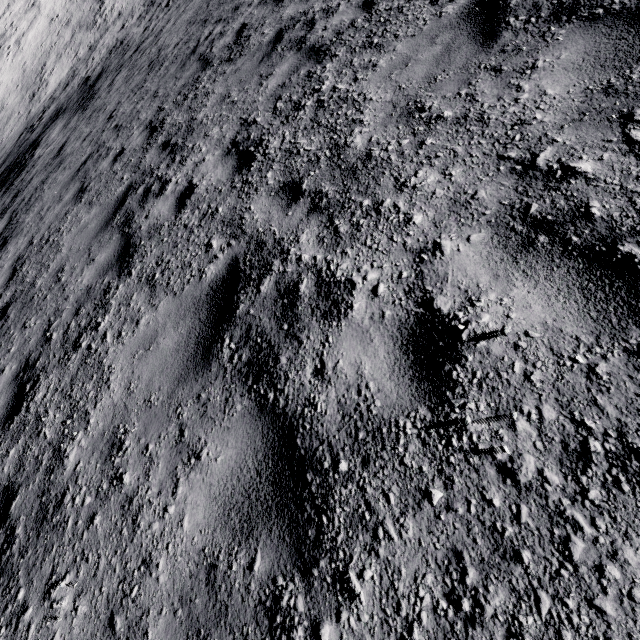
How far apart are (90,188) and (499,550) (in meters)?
8.82
